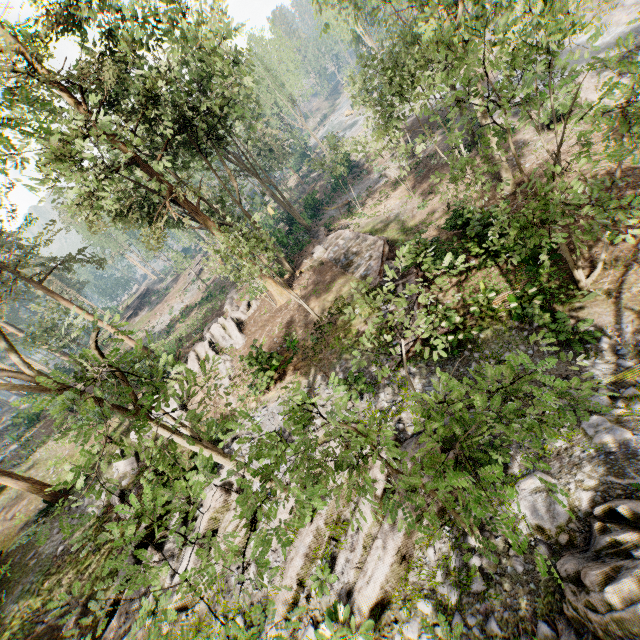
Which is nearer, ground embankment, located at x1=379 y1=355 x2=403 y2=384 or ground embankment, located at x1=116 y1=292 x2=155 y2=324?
ground embankment, located at x1=379 y1=355 x2=403 y2=384

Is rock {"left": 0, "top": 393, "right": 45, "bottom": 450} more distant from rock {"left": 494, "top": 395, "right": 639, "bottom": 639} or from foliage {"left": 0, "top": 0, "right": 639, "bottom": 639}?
rock {"left": 494, "top": 395, "right": 639, "bottom": 639}

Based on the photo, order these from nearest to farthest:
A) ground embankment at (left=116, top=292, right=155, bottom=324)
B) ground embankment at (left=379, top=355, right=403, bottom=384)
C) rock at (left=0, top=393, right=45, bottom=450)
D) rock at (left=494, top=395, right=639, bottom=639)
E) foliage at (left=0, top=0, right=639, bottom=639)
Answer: foliage at (left=0, top=0, right=639, bottom=639)
rock at (left=494, top=395, right=639, bottom=639)
ground embankment at (left=379, top=355, right=403, bottom=384)
rock at (left=0, top=393, right=45, bottom=450)
ground embankment at (left=116, top=292, right=155, bottom=324)

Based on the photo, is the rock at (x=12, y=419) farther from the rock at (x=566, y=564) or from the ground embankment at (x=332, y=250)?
the ground embankment at (x=332, y=250)

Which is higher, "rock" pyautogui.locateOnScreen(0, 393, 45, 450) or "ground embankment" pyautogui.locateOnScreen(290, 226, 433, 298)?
"rock" pyautogui.locateOnScreen(0, 393, 45, 450)

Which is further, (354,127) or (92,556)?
(354,127)

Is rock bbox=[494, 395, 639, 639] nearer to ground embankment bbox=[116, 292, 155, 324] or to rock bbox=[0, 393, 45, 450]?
rock bbox=[0, 393, 45, 450]

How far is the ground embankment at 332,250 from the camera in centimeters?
1638cm
